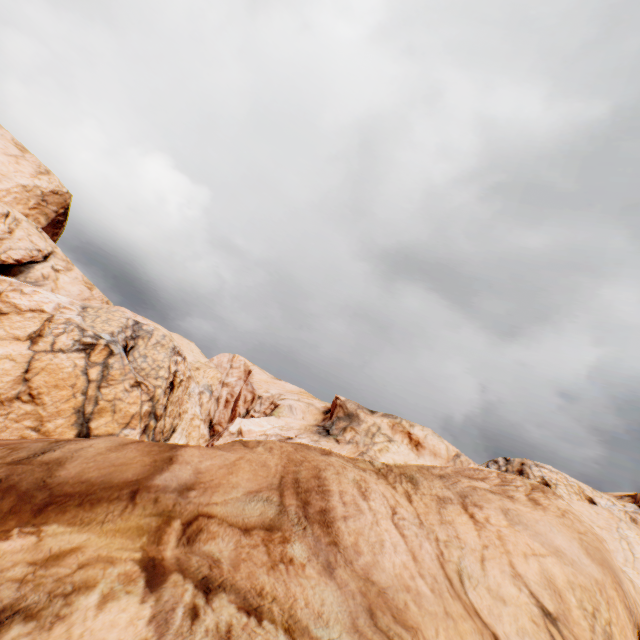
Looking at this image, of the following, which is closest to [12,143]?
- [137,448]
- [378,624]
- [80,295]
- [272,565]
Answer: [80,295]
